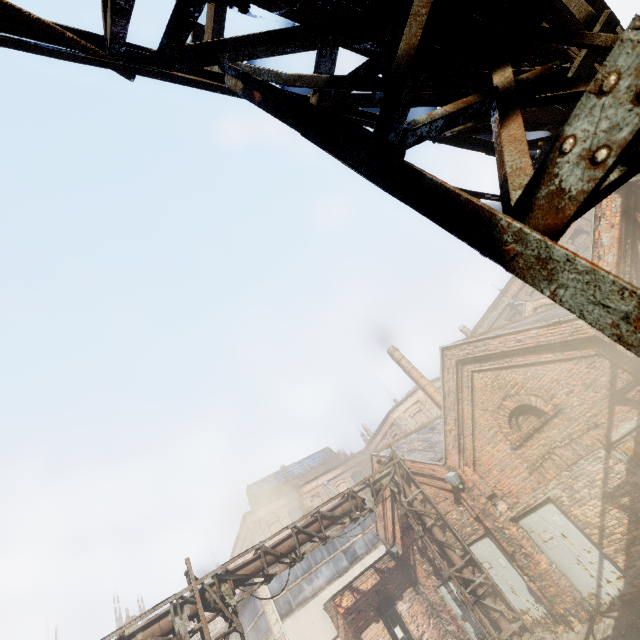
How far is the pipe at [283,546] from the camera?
10.1m

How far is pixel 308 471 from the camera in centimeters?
3828cm

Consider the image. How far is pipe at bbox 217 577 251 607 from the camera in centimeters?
883cm

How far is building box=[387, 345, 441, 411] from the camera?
19.59m

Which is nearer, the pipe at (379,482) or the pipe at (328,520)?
the pipe at (328,520)

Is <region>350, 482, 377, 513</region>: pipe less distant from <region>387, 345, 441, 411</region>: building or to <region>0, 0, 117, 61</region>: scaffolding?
<region>0, 0, 117, 61</region>: scaffolding

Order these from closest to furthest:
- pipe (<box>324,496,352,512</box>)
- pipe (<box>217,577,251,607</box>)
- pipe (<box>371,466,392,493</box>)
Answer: pipe (<box>217,577,251,607</box>) → pipe (<box>324,496,352,512</box>) → pipe (<box>371,466,392,493</box>)

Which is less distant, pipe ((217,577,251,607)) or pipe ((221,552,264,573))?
pipe ((217,577,251,607))
